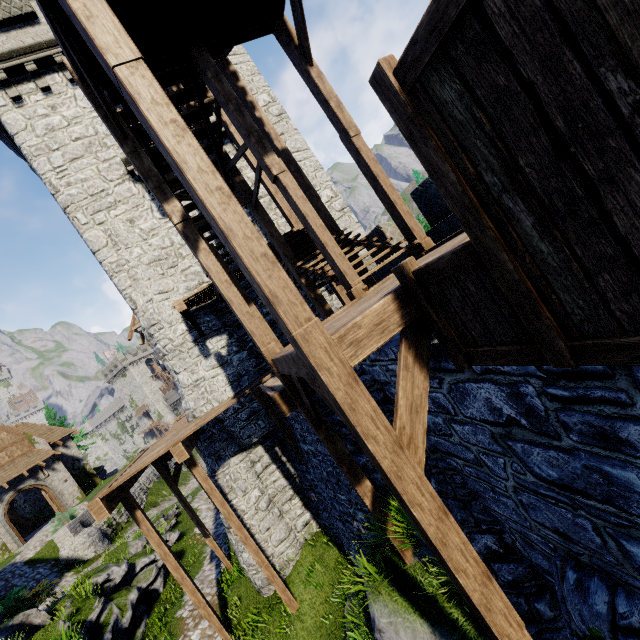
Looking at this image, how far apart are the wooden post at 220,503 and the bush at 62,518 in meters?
19.3

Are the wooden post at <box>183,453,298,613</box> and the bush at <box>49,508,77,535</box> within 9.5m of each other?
no

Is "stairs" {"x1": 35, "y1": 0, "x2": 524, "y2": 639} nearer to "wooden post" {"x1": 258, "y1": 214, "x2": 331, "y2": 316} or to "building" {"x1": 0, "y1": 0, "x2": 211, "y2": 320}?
"wooden post" {"x1": 258, "y1": 214, "x2": 331, "y2": 316}

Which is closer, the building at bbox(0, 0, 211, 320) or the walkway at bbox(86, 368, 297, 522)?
the walkway at bbox(86, 368, 297, 522)

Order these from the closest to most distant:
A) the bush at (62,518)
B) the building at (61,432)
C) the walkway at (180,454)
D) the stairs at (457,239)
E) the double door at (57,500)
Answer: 1. the stairs at (457,239)
2. the walkway at (180,454)
3. the bush at (62,518)
4. the double door at (57,500)
5. the building at (61,432)

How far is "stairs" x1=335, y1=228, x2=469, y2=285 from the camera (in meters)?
4.79

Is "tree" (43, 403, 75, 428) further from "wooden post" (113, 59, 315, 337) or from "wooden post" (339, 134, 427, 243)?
"wooden post" (113, 59, 315, 337)

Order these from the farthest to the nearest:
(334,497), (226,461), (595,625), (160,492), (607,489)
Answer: (160,492) < (226,461) < (334,497) < (595,625) < (607,489)
